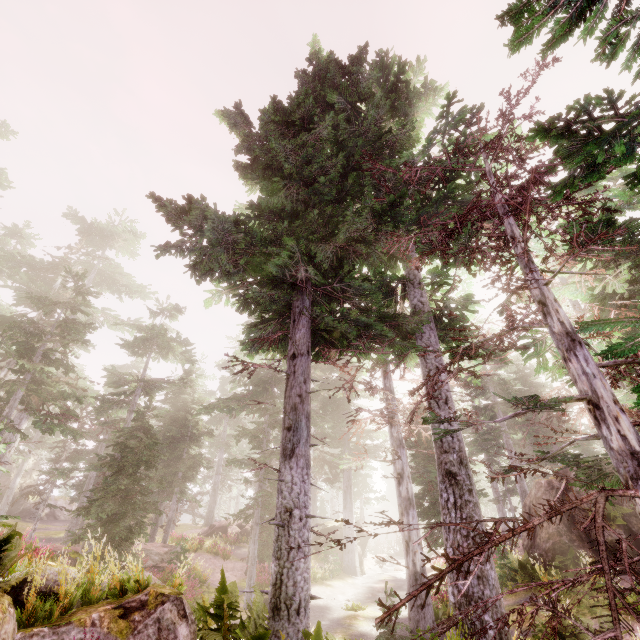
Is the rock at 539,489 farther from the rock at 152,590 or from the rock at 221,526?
the rock at 221,526

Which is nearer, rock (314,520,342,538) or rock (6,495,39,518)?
rock (314,520,342,538)

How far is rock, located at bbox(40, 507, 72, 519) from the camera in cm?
3888

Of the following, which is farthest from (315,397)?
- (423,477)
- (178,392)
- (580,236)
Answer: (580,236)

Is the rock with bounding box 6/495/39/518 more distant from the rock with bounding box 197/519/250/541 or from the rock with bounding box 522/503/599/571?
the rock with bounding box 522/503/599/571

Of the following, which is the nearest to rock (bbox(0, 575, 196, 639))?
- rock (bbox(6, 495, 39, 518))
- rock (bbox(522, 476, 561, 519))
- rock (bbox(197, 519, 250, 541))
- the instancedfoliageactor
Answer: the instancedfoliageactor

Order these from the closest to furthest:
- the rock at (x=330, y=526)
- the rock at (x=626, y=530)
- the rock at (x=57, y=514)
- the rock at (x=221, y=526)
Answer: the rock at (x=626, y=530) → the rock at (x=221, y=526) → the rock at (x=330, y=526) → the rock at (x=57, y=514)

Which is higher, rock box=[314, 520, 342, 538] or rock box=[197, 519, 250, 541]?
rock box=[314, 520, 342, 538]
